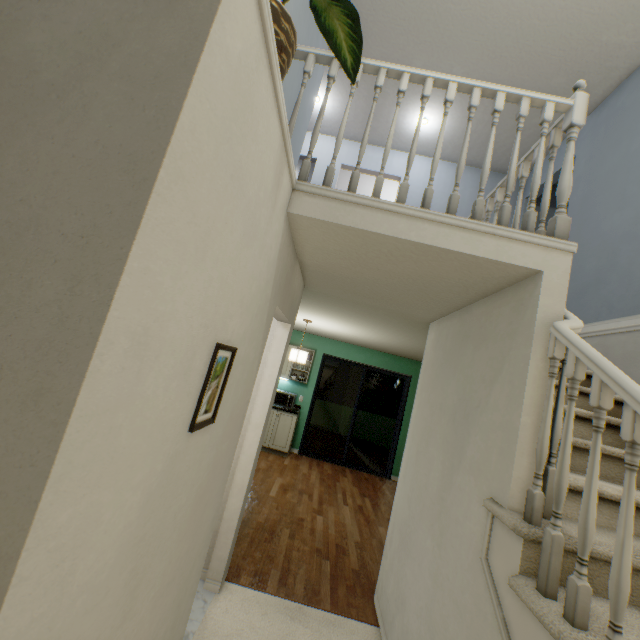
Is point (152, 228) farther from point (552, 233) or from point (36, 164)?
point (552, 233)

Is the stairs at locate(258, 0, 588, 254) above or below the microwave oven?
above

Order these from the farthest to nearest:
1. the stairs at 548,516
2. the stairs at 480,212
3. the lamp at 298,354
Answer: the lamp at 298,354 → the stairs at 480,212 → the stairs at 548,516

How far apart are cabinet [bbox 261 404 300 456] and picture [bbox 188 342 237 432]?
5.24m

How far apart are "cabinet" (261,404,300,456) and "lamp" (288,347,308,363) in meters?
1.6 m

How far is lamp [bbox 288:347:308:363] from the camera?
4.9 meters

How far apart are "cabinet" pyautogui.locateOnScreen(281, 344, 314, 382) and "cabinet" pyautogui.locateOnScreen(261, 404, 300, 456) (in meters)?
0.53

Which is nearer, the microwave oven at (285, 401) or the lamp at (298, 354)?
the lamp at (298, 354)
